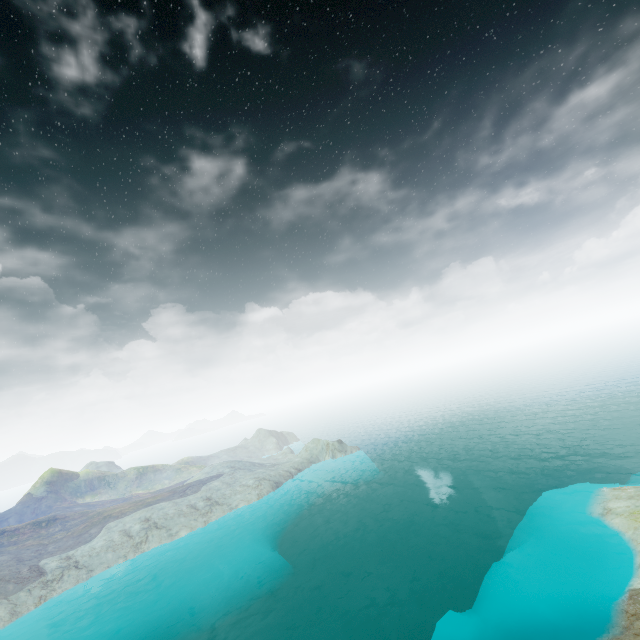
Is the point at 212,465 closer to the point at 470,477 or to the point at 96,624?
the point at 96,624
